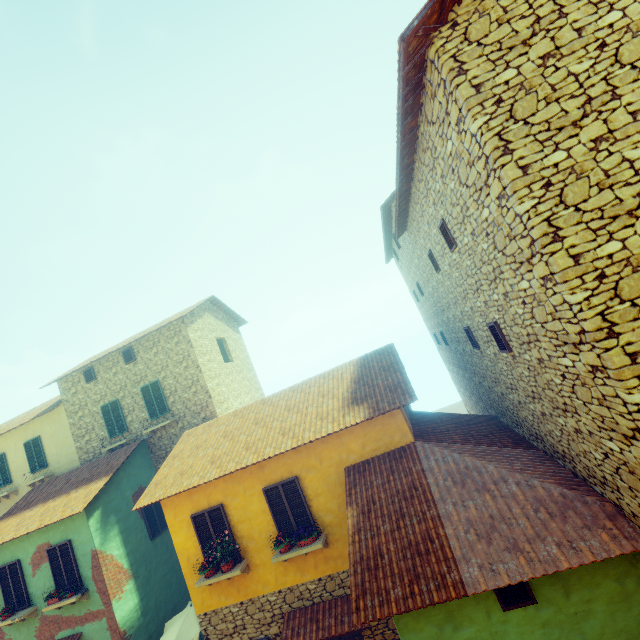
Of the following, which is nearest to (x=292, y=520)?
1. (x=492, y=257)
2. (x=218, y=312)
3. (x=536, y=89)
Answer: (x=492, y=257)

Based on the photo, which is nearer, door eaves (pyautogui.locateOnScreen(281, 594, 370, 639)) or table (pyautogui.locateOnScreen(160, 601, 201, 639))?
door eaves (pyautogui.locateOnScreen(281, 594, 370, 639))

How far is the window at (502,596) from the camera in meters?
5.3

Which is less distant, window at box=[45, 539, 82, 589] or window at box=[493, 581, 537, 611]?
window at box=[493, 581, 537, 611]

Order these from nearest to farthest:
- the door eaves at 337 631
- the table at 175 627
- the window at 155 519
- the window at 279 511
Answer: the door eaves at 337 631 < the window at 279 511 < the table at 175 627 < the window at 155 519

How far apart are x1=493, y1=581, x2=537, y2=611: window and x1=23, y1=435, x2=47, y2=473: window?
20.1 meters

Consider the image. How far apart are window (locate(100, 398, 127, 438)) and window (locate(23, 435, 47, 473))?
4.0m

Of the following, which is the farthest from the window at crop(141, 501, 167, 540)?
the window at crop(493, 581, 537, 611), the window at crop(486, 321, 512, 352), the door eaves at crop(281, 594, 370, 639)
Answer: the window at crop(493, 581, 537, 611)
